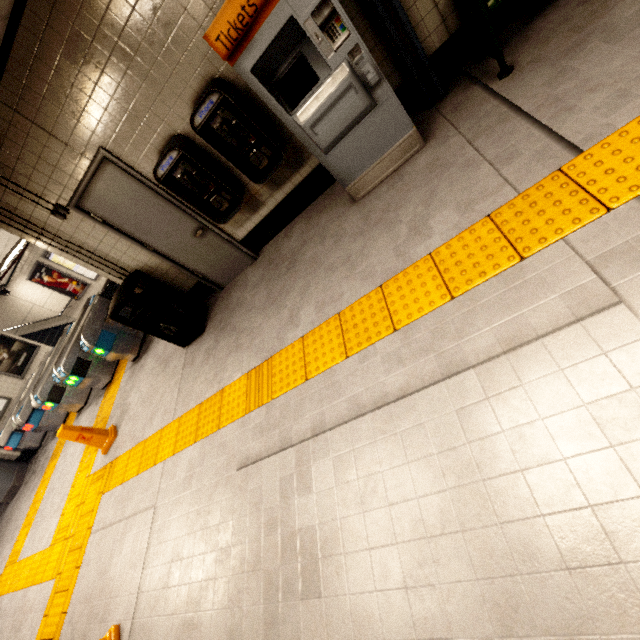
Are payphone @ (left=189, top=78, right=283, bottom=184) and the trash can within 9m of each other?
yes

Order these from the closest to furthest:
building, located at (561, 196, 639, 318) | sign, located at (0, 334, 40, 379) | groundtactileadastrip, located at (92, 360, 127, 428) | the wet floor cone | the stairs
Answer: building, located at (561, 196, 639, 318), the wet floor cone, groundtactileadastrip, located at (92, 360, 127, 428), sign, located at (0, 334, 40, 379), the stairs

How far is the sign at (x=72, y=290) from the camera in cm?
1200

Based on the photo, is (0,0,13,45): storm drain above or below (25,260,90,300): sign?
above

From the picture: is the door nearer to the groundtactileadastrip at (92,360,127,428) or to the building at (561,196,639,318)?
the groundtactileadastrip at (92,360,127,428)

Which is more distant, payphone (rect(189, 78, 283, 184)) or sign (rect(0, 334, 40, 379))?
sign (rect(0, 334, 40, 379))

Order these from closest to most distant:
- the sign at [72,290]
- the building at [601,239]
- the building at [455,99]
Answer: the building at [601,239] → the building at [455,99] → the sign at [72,290]

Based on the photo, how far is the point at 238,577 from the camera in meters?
2.4 m
